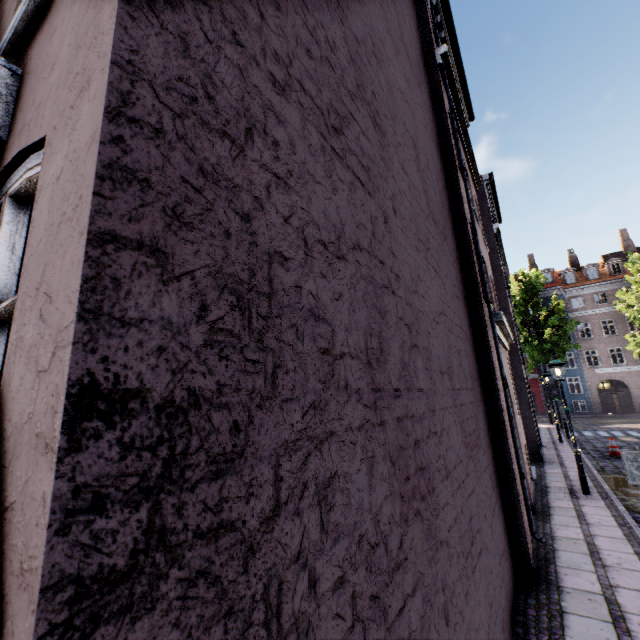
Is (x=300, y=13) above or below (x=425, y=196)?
below

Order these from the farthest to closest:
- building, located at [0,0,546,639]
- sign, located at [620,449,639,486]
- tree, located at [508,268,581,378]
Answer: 1. tree, located at [508,268,581,378]
2. sign, located at [620,449,639,486]
3. building, located at [0,0,546,639]

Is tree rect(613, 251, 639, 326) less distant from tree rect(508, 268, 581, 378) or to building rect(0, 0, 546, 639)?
building rect(0, 0, 546, 639)

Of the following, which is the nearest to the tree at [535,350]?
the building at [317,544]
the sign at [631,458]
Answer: the building at [317,544]

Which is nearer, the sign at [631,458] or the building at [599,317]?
the sign at [631,458]

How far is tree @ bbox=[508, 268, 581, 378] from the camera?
26.00m

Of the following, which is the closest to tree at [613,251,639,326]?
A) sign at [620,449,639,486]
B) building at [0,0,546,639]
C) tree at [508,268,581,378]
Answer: building at [0,0,546,639]

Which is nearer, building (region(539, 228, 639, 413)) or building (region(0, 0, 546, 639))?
building (region(0, 0, 546, 639))
